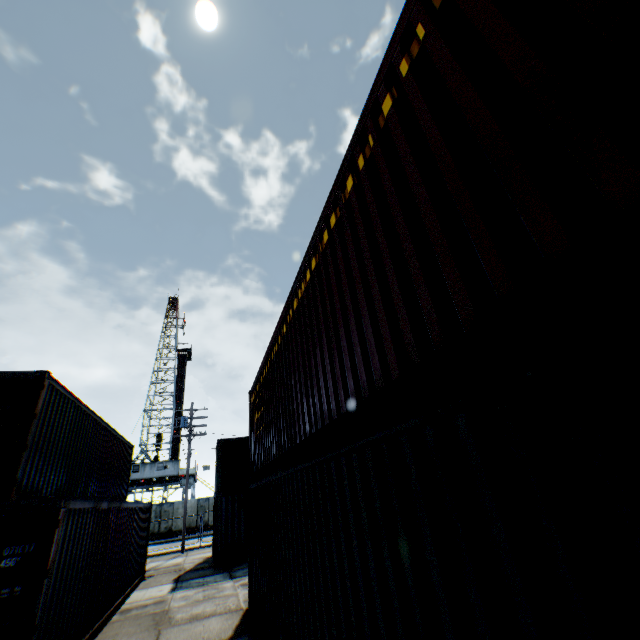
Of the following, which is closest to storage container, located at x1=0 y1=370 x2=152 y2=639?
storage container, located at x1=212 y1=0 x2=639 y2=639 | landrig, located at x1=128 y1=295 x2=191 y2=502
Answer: storage container, located at x1=212 y1=0 x2=639 y2=639

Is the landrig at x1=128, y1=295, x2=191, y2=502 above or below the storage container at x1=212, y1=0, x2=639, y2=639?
above

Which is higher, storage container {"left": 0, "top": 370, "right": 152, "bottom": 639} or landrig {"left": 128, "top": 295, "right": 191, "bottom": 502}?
landrig {"left": 128, "top": 295, "right": 191, "bottom": 502}

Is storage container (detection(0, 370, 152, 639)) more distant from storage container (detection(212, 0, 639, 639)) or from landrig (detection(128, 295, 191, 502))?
landrig (detection(128, 295, 191, 502))

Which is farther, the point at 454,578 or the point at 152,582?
the point at 152,582

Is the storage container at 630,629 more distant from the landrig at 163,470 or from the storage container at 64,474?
the landrig at 163,470

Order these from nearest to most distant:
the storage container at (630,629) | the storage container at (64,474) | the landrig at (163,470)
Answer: the storage container at (630,629), the storage container at (64,474), the landrig at (163,470)
